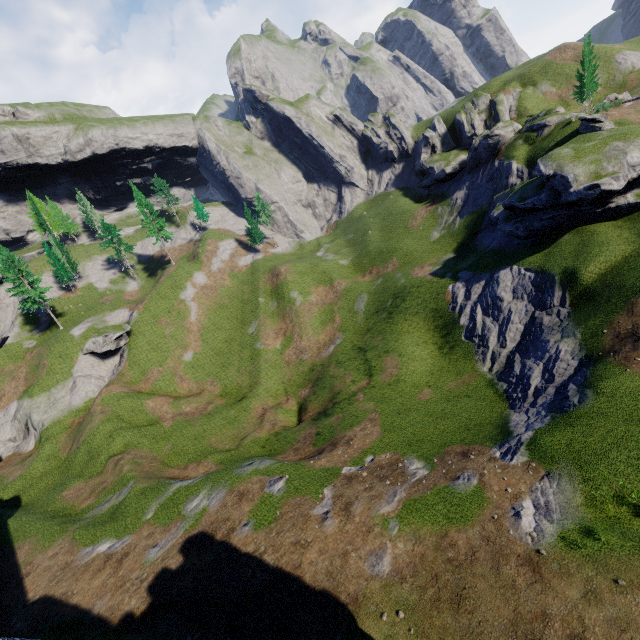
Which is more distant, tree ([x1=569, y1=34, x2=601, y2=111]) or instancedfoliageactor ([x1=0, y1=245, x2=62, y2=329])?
instancedfoliageactor ([x1=0, y1=245, x2=62, y2=329])

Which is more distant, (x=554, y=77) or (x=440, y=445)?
(x=554, y=77)

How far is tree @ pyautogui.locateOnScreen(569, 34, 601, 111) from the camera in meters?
45.4 m

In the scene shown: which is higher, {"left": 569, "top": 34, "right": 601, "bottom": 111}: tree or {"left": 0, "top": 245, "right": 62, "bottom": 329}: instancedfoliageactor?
{"left": 0, "top": 245, "right": 62, "bottom": 329}: instancedfoliageactor

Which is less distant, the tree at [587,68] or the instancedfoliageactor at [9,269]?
the tree at [587,68]

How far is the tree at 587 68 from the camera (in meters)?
45.44
